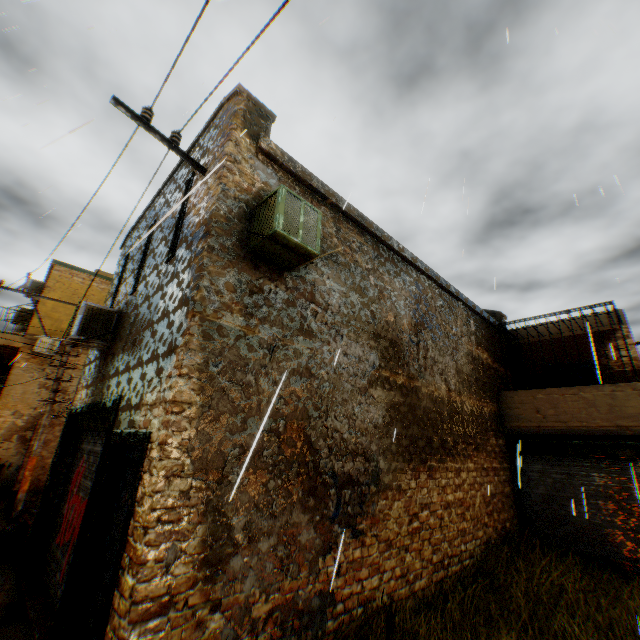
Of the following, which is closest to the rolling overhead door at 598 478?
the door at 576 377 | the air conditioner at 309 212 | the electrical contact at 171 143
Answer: the air conditioner at 309 212

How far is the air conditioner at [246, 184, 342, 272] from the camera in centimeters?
437cm

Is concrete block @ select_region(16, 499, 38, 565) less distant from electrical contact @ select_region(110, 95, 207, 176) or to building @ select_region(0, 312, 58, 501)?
building @ select_region(0, 312, 58, 501)

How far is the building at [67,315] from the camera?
16.0m

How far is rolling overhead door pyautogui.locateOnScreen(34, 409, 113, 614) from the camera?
5.8 meters

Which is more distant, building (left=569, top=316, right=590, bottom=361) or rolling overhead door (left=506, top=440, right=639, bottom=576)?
building (left=569, top=316, right=590, bottom=361)

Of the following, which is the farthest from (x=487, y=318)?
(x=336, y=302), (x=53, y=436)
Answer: (x=53, y=436)

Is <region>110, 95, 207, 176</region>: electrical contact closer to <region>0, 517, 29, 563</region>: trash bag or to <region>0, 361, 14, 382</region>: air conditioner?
<region>0, 517, 29, 563</region>: trash bag
